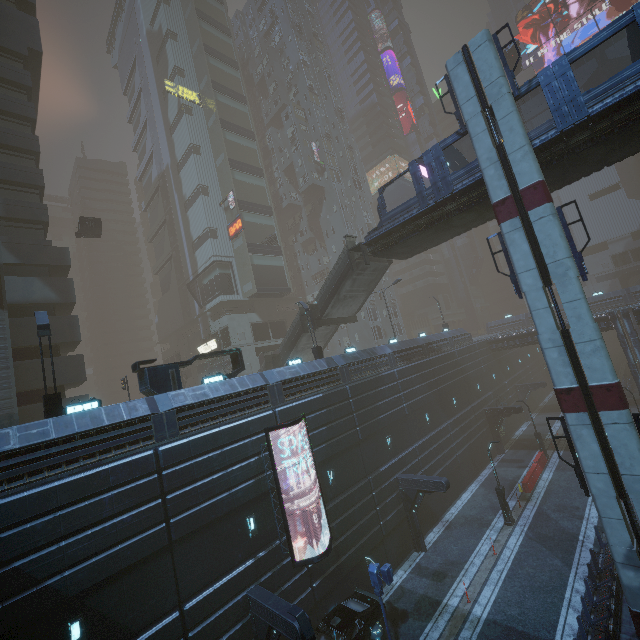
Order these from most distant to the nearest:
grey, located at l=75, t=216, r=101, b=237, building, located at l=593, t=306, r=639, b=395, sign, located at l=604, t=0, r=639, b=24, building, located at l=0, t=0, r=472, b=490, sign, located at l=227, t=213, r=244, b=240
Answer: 1. sign, located at l=604, t=0, r=639, b=24
2. sign, located at l=227, t=213, r=244, b=240
3. building, located at l=593, t=306, r=639, b=395
4. grey, located at l=75, t=216, r=101, b=237
5. building, located at l=0, t=0, r=472, b=490

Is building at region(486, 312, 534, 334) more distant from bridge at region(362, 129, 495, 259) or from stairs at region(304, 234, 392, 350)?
bridge at region(362, 129, 495, 259)

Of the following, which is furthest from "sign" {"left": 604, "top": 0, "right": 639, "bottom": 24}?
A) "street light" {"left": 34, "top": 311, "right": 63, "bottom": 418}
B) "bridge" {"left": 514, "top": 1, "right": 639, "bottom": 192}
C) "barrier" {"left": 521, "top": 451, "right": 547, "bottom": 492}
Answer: "street light" {"left": 34, "top": 311, "right": 63, "bottom": 418}

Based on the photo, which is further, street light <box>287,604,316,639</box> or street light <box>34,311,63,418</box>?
street light <box>34,311,63,418</box>

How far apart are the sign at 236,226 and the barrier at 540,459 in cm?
3804

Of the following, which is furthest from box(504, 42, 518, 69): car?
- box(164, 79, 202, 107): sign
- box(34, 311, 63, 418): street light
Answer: box(34, 311, 63, 418): street light

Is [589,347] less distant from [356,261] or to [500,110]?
[500,110]

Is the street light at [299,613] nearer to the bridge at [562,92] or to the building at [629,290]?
the building at [629,290]
